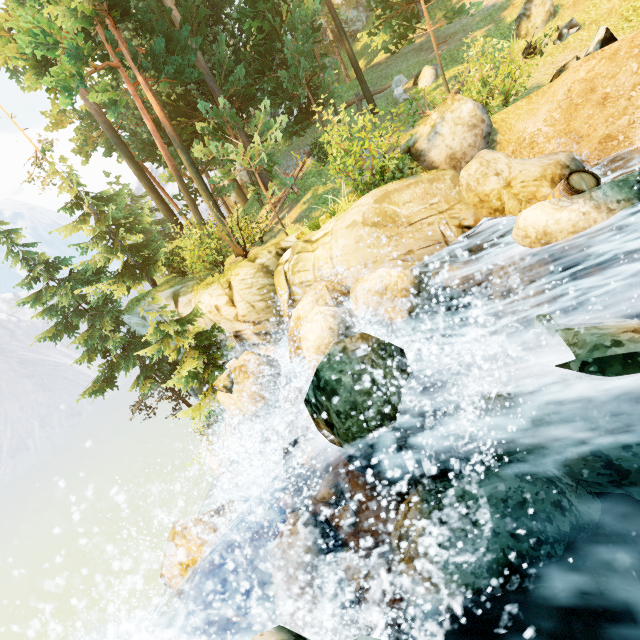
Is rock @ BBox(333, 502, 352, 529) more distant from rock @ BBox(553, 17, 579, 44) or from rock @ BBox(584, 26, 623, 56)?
rock @ BBox(553, 17, 579, 44)

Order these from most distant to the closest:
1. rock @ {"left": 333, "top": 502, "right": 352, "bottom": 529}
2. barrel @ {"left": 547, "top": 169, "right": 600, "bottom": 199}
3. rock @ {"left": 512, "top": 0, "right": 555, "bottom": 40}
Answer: rock @ {"left": 512, "top": 0, "right": 555, "bottom": 40}, barrel @ {"left": 547, "top": 169, "right": 600, "bottom": 199}, rock @ {"left": 333, "top": 502, "right": 352, "bottom": 529}

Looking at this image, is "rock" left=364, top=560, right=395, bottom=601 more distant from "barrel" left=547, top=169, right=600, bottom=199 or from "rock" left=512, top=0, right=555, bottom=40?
"rock" left=512, top=0, right=555, bottom=40

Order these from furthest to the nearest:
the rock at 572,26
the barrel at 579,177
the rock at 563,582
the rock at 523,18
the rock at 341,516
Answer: the rock at 523,18 < the rock at 572,26 < the barrel at 579,177 < the rock at 341,516 < the rock at 563,582

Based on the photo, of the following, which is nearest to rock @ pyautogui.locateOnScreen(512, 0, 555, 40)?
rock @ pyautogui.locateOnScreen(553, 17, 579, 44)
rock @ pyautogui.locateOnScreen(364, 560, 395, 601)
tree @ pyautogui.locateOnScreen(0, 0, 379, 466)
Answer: rock @ pyautogui.locateOnScreen(553, 17, 579, 44)

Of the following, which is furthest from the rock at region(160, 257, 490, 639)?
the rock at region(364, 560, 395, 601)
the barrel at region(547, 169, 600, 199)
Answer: the barrel at region(547, 169, 600, 199)

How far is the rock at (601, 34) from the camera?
7.2 meters

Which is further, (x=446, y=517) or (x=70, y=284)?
(x=70, y=284)
